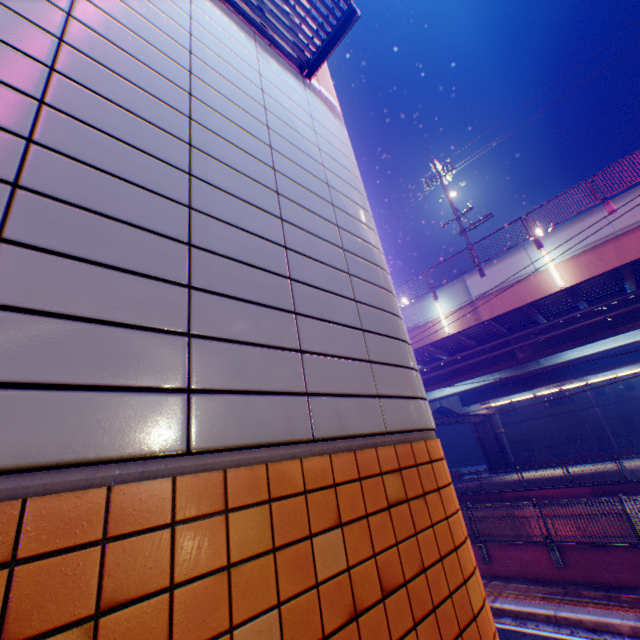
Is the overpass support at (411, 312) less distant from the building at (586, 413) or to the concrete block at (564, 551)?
the concrete block at (564, 551)

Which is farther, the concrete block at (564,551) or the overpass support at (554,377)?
the overpass support at (554,377)

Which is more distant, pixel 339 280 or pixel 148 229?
pixel 339 280

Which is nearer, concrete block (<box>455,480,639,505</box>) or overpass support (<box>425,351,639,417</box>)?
concrete block (<box>455,480,639,505</box>)

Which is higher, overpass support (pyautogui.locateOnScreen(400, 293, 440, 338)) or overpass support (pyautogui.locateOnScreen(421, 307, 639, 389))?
overpass support (pyautogui.locateOnScreen(400, 293, 440, 338))

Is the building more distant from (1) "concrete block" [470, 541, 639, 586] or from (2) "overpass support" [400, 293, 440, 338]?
(1) "concrete block" [470, 541, 639, 586]

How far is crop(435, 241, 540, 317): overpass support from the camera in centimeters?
1423cm

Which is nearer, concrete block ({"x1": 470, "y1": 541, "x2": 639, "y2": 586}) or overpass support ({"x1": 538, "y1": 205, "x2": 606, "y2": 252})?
concrete block ({"x1": 470, "y1": 541, "x2": 639, "y2": 586})
